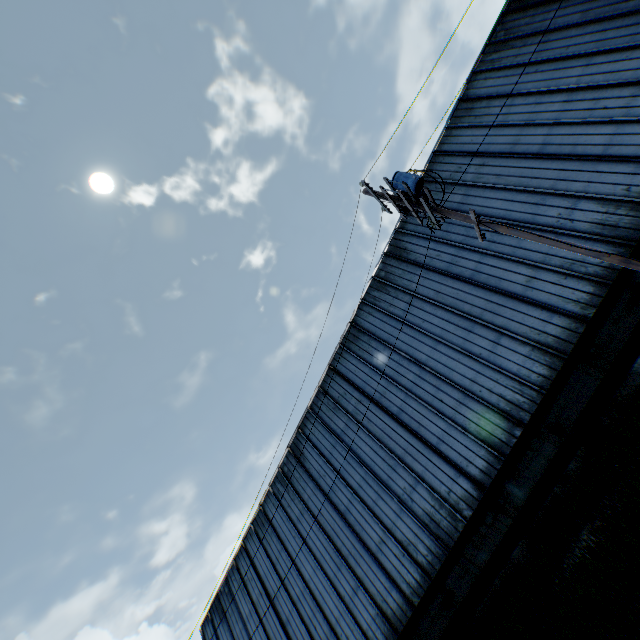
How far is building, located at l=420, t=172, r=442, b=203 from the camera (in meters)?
16.31

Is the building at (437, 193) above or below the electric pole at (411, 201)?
above

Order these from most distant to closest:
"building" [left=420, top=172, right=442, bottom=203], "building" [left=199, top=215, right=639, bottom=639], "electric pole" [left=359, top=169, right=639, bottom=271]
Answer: "building" [left=420, top=172, right=442, bottom=203] < "building" [left=199, top=215, right=639, bottom=639] < "electric pole" [left=359, top=169, right=639, bottom=271]

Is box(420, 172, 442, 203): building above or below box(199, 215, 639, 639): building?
above

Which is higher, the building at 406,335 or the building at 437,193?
the building at 437,193

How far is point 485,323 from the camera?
13.4m

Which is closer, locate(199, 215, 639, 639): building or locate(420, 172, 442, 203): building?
locate(199, 215, 639, 639): building

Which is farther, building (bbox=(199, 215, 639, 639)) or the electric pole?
building (bbox=(199, 215, 639, 639))
